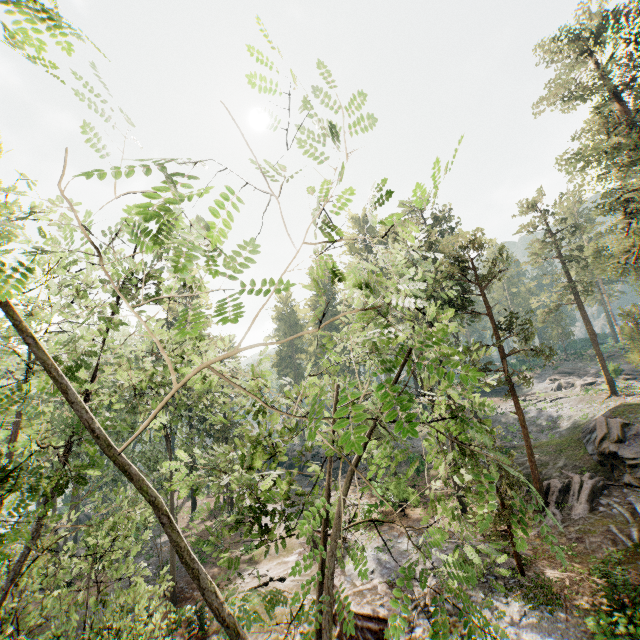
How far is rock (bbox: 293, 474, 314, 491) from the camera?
39.0m

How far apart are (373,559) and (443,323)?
17.5 meters

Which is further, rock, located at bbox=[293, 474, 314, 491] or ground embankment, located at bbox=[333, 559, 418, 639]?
rock, located at bbox=[293, 474, 314, 491]

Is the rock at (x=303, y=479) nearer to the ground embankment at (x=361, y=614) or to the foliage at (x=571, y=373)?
the ground embankment at (x=361, y=614)

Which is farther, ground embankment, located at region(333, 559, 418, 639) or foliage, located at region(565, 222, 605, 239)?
foliage, located at region(565, 222, 605, 239)

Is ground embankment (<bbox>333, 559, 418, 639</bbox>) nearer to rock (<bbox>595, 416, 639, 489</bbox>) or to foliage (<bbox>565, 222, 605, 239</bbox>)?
foliage (<bbox>565, 222, 605, 239</bbox>)

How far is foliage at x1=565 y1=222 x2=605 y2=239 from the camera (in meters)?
26.02
